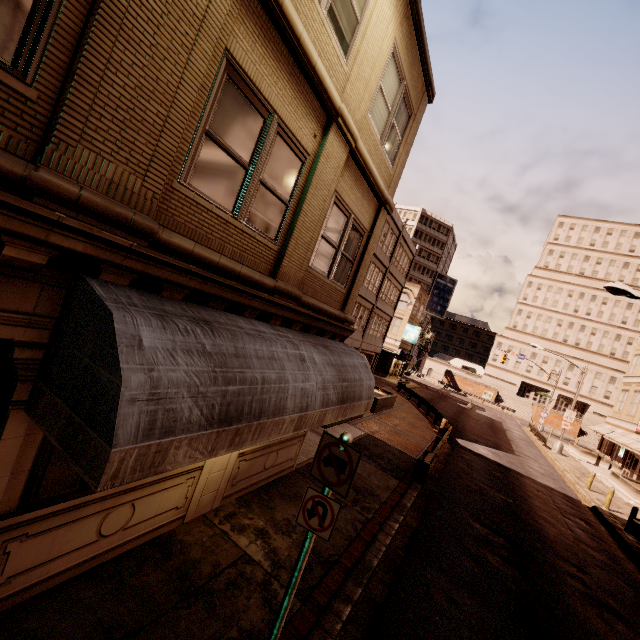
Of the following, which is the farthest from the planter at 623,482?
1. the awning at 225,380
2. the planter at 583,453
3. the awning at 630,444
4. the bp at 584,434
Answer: the bp at 584,434

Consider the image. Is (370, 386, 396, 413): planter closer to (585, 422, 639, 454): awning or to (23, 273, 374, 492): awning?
(23, 273, 374, 492): awning

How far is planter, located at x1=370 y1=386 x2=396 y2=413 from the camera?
20.2 meters

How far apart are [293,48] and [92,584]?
8.02m

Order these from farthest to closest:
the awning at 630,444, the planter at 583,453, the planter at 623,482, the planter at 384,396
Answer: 1. the planter at 583,453
2. the awning at 630,444
3. the planter at 623,482
4. the planter at 384,396

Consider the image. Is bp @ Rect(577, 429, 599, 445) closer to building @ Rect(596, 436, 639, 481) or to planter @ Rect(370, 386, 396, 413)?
building @ Rect(596, 436, 639, 481)

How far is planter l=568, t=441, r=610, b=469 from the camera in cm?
3319

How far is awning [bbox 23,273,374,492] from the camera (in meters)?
2.71
